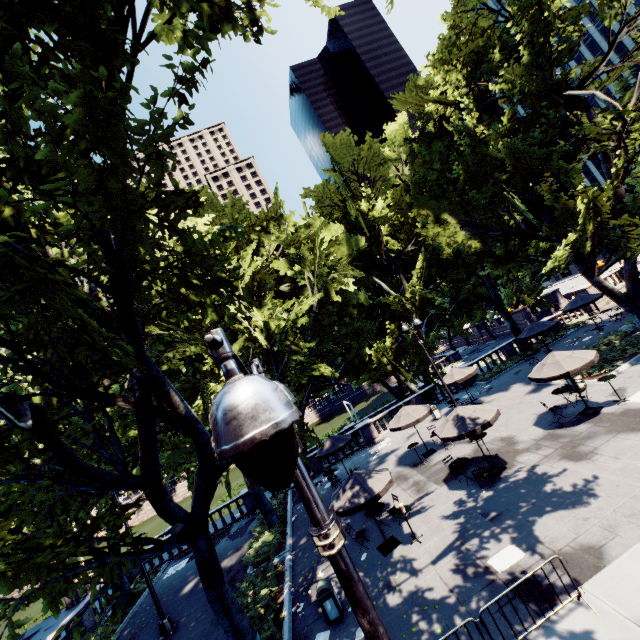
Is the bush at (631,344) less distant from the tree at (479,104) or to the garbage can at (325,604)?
the tree at (479,104)

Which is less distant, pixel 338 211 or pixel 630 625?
pixel 630 625

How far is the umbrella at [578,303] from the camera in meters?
24.5 m

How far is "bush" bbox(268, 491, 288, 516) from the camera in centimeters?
2055cm

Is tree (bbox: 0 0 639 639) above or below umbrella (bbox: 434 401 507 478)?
above

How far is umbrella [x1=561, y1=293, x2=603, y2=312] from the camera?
24.48m

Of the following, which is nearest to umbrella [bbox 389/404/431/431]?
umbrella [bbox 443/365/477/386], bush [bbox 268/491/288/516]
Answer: umbrella [bbox 443/365/477/386]

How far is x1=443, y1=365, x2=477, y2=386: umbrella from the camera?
21.6 meters
